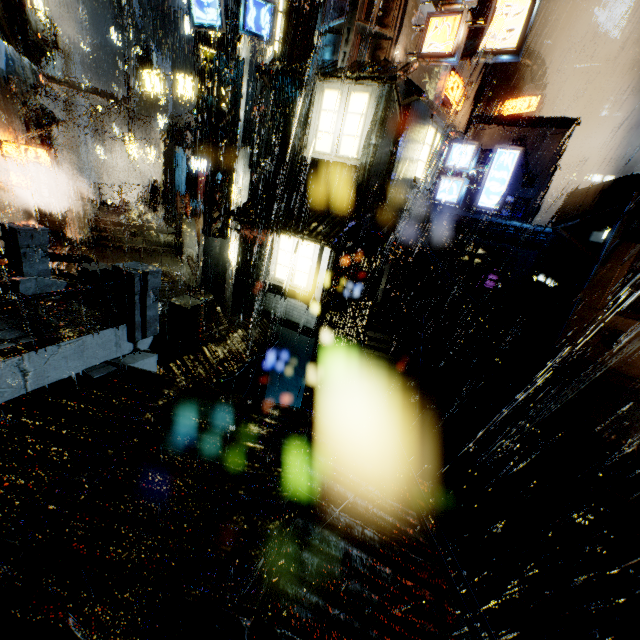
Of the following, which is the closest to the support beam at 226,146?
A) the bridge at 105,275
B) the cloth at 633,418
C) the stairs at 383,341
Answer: the bridge at 105,275

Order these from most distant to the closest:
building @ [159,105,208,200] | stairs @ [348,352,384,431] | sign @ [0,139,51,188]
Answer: building @ [159,105,208,200] < stairs @ [348,352,384,431] < sign @ [0,139,51,188]

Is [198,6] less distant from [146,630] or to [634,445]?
[146,630]

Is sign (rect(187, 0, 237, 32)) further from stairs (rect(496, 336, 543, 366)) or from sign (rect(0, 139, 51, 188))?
stairs (rect(496, 336, 543, 366))

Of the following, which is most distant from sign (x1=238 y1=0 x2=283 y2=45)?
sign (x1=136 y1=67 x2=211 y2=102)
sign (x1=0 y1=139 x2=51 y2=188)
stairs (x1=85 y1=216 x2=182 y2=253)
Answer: stairs (x1=85 y1=216 x2=182 y2=253)

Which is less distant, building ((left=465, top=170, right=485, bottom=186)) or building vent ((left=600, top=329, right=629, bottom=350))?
building vent ((left=600, top=329, right=629, bottom=350))

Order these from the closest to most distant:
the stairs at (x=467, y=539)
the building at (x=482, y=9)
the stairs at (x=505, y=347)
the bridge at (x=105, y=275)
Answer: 1. the bridge at (x=105, y=275)
2. the stairs at (x=467, y=539)
3. the stairs at (x=505, y=347)
4. the building at (x=482, y=9)

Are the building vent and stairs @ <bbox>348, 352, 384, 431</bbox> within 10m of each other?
yes
